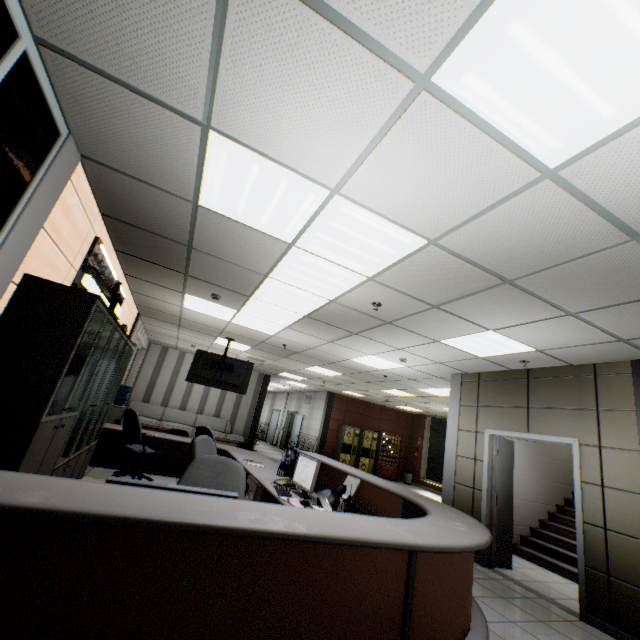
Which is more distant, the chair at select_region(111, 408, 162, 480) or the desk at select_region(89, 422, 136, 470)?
the desk at select_region(89, 422, 136, 470)

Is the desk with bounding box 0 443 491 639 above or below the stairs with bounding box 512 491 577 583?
above

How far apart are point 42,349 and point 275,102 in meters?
2.5 m

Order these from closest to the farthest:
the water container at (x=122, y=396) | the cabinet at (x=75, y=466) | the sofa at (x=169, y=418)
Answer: the cabinet at (x=75, y=466)
the water container at (x=122, y=396)
the sofa at (x=169, y=418)

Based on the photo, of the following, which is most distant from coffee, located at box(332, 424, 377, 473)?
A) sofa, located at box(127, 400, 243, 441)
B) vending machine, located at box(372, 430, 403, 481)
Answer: sofa, located at box(127, 400, 243, 441)

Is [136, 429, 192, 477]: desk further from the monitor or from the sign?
the sign

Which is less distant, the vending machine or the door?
the door

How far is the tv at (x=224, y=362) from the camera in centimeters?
790cm
